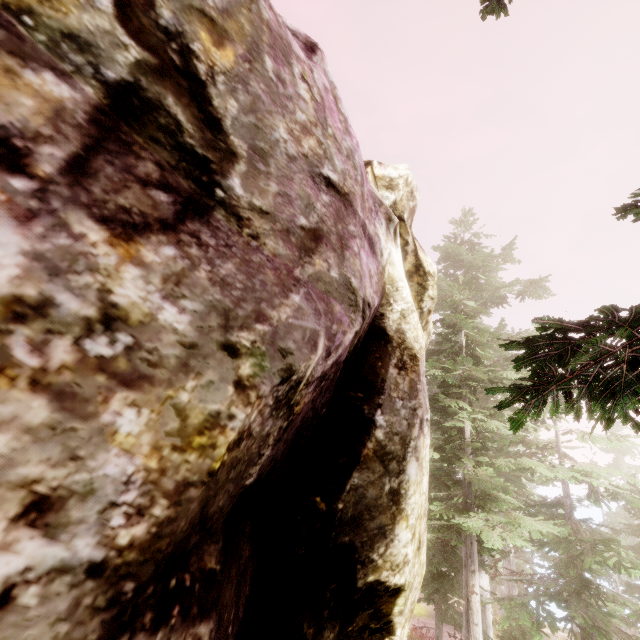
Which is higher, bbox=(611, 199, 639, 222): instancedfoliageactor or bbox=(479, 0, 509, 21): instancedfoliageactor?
bbox=(479, 0, 509, 21): instancedfoliageactor

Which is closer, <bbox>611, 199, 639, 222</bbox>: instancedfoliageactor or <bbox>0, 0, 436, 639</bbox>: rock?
<bbox>0, 0, 436, 639</bbox>: rock

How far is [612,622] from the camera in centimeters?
1641cm

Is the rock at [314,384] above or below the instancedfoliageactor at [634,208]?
below

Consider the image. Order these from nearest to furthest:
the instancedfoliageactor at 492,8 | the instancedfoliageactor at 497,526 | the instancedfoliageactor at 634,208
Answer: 1. the instancedfoliageactor at 497,526
2. the instancedfoliageactor at 634,208
3. the instancedfoliageactor at 492,8

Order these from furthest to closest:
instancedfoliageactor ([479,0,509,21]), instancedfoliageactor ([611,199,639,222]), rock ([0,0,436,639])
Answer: instancedfoliageactor ([479,0,509,21]) < instancedfoliageactor ([611,199,639,222]) < rock ([0,0,436,639])

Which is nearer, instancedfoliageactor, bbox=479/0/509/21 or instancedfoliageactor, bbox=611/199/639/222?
instancedfoliageactor, bbox=611/199/639/222
